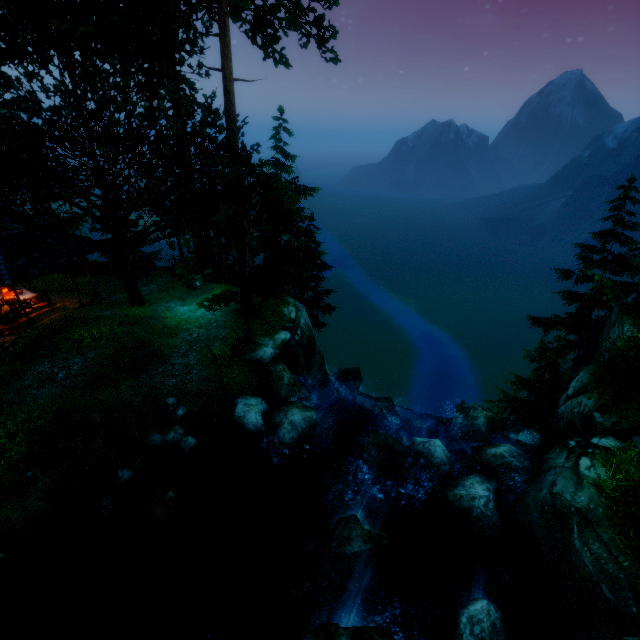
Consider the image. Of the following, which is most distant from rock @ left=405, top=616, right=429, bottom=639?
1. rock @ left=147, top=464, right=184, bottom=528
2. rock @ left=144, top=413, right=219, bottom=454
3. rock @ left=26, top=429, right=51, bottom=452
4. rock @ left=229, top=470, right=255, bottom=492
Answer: rock @ left=26, top=429, right=51, bottom=452

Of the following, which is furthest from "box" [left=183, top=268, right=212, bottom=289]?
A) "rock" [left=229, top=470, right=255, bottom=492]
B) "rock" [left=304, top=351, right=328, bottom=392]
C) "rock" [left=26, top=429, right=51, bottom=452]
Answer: "rock" [left=229, top=470, right=255, bottom=492]

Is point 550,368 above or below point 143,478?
above

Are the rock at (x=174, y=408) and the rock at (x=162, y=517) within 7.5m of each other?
yes

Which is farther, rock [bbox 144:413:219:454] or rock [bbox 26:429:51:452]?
rock [bbox 144:413:219:454]

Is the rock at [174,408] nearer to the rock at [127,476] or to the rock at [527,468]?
the rock at [127,476]

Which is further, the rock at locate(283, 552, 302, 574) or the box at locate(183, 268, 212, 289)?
the box at locate(183, 268, 212, 289)

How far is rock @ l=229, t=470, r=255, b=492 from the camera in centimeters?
1126cm
